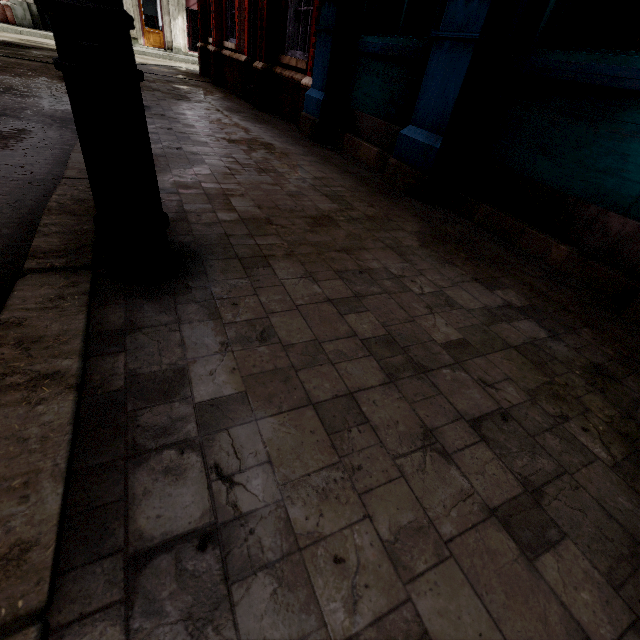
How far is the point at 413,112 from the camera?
3.41m
